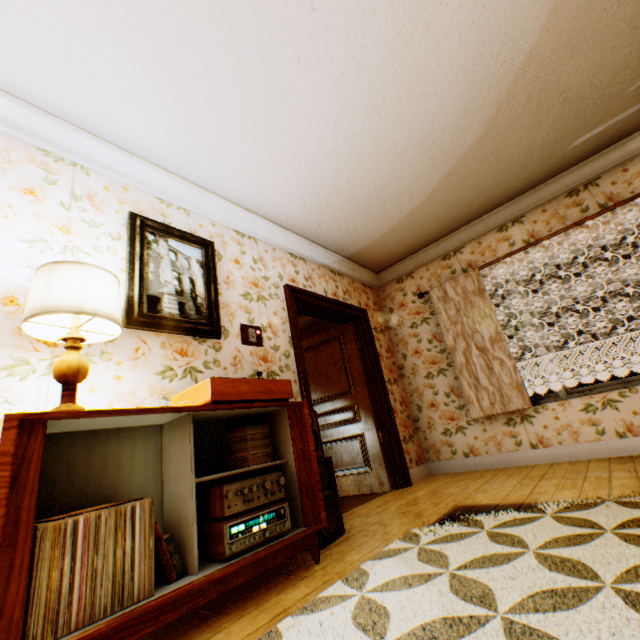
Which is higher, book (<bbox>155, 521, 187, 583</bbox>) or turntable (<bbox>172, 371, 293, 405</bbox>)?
turntable (<bbox>172, 371, 293, 405</bbox>)

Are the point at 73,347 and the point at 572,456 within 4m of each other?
no

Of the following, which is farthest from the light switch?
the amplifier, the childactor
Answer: the childactor

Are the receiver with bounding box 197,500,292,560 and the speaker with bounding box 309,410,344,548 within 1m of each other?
yes

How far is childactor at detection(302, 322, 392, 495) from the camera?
4.13m

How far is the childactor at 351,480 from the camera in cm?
413

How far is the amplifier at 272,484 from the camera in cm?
171

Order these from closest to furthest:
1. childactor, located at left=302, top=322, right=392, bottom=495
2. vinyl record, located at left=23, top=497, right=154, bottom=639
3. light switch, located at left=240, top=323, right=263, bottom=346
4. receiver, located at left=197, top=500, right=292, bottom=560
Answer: vinyl record, located at left=23, top=497, right=154, bottom=639 → receiver, located at left=197, top=500, right=292, bottom=560 → light switch, located at left=240, top=323, right=263, bottom=346 → childactor, located at left=302, top=322, right=392, bottom=495
